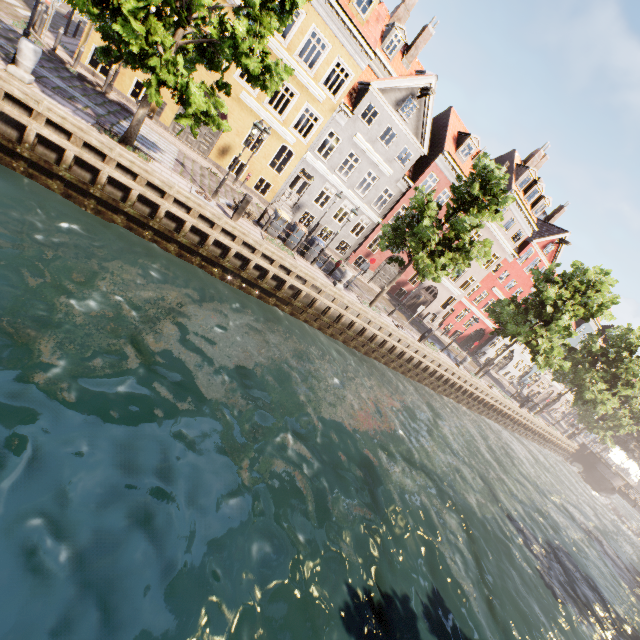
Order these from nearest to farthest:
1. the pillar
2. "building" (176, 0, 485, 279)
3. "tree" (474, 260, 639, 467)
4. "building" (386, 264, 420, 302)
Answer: the pillar < "building" (176, 0, 485, 279) < "tree" (474, 260, 639, 467) < "building" (386, 264, 420, 302)

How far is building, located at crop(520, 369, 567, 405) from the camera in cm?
4972

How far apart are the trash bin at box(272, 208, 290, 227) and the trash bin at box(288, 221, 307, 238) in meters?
0.4

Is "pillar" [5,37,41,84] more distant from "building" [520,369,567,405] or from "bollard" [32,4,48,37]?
"bollard" [32,4,48,37]

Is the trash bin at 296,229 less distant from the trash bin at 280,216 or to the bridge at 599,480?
the trash bin at 280,216

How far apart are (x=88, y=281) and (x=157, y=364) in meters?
3.2 m

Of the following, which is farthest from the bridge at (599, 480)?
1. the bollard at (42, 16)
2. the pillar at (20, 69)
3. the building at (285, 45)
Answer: the bollard at (42, 16)

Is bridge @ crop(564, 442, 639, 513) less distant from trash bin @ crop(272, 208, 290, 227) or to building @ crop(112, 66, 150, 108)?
building @ crop(112, 66, 150, 108)
